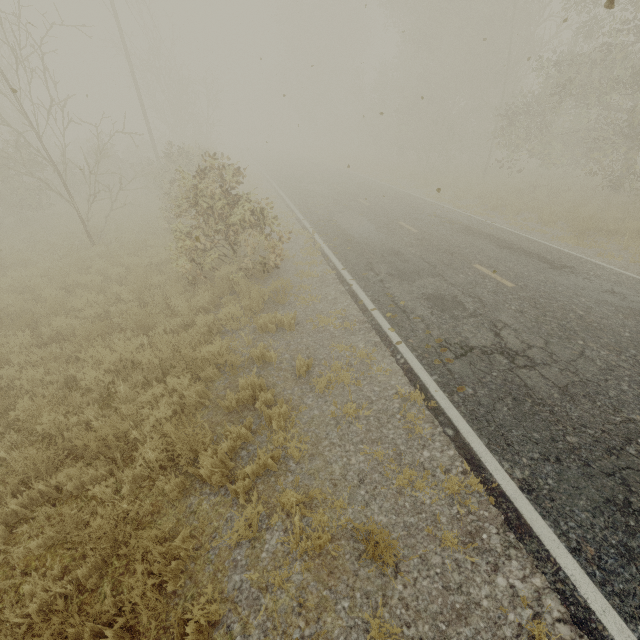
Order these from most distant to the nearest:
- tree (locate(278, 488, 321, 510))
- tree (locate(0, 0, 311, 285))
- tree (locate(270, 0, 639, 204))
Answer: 1. tree (locate(270, 0, 639, 204))
2. tree (locate(0, 0, 311, 285))
3. tree (locate(278, 488, 321, 510))

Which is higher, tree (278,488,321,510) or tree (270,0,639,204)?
tree (270,0,639,204)

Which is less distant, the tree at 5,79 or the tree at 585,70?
the tree at 5,79

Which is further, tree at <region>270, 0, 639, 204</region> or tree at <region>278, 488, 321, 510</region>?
tree at <region>270, 0, 639, 204</region>

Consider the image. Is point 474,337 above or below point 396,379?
above

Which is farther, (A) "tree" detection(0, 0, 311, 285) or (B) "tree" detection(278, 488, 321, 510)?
(A) "tree" detection(0, 0, 311, 285)

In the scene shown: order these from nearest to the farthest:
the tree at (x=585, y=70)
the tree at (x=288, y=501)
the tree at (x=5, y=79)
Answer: the tree at (x=288, y=501)
the tree at (x=5, y=79)
the tree at (x=585, y=70)

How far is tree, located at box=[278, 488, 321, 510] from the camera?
3.80m
